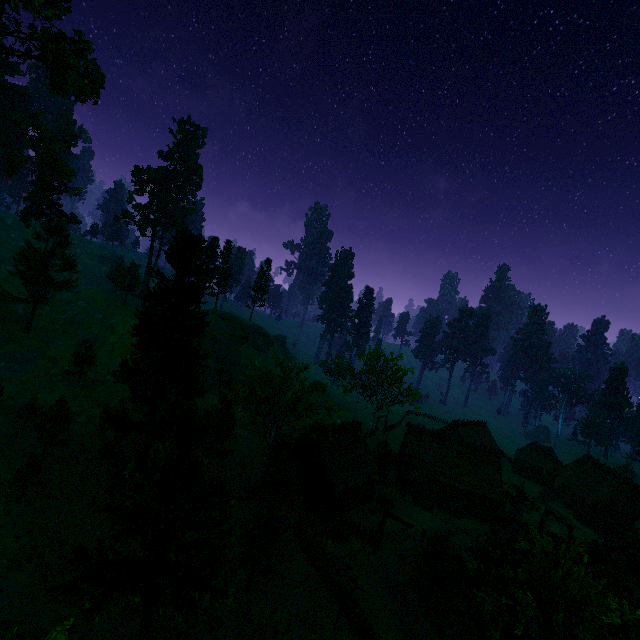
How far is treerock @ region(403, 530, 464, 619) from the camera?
22.0 meters

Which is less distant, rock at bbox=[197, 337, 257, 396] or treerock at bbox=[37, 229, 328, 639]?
treerock at bbox=[37, 229, 328, 639]

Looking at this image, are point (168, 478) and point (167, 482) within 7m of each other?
yes

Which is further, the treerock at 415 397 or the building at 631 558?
the treerock at 415 397

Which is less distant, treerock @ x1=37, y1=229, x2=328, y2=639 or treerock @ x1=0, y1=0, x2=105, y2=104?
treerock @ x1=37, y1=229, x2=328, y2=639

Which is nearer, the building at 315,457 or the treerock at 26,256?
the building at 315,457

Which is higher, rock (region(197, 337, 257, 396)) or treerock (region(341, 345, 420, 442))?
treerock (region(341, 345, 420, 442))

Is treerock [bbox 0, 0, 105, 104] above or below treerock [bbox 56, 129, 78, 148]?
above
